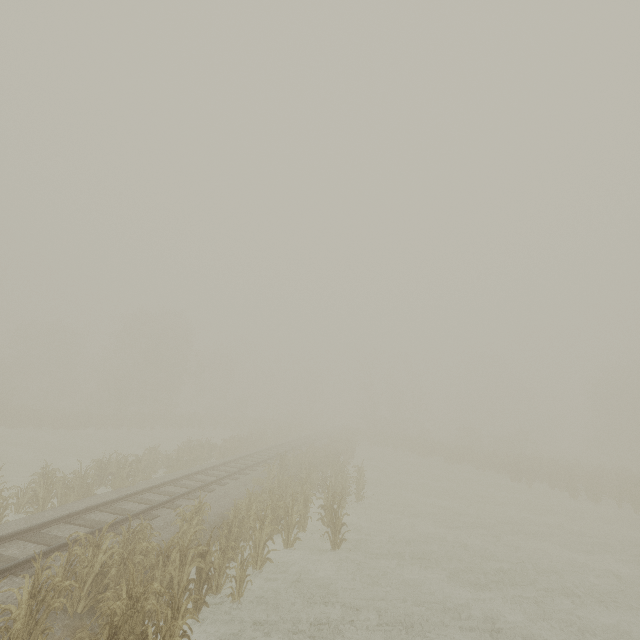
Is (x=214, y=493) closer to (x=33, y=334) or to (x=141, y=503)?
(x=141, y=503)
